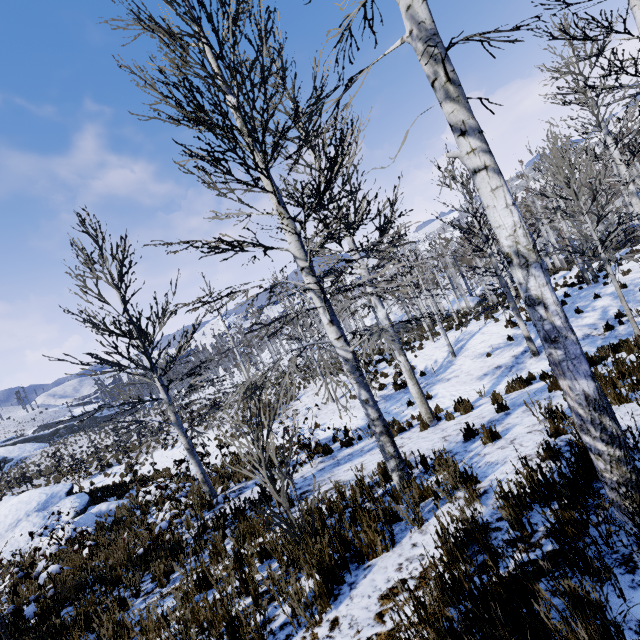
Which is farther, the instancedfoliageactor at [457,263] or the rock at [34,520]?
the rock at [34,520]

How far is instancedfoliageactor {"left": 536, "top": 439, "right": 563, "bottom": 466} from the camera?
3.0 meters

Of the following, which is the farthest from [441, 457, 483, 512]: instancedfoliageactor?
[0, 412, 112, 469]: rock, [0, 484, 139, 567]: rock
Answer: [0, 412, 112, 469]: rock

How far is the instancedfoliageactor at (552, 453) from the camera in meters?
3.0 m

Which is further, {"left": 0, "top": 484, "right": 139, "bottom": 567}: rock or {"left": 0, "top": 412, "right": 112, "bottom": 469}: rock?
{"left": 0, "top": 412, "right": 112, "bottom": 469}: rock

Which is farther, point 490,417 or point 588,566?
point 490,417

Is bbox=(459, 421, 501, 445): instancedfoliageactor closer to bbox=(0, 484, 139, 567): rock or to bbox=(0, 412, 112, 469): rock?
bbox=(0, 484, 139, 567): rock
